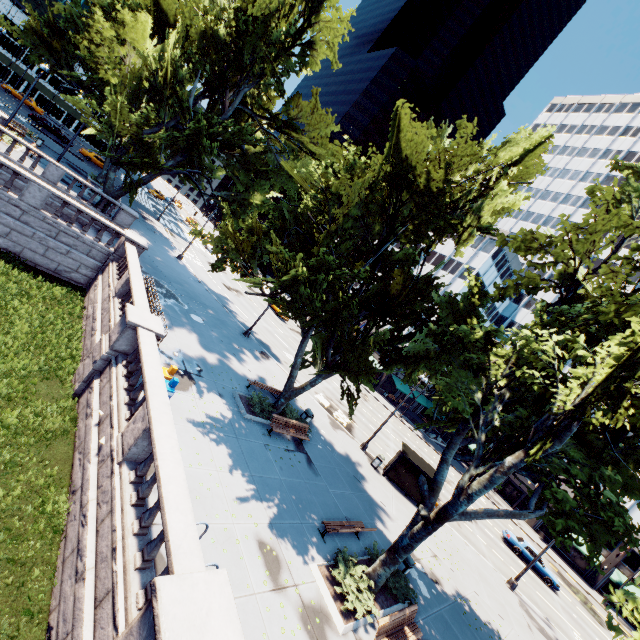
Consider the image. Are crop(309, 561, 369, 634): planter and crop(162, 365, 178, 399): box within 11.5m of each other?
yes

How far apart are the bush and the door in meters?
50.1 m

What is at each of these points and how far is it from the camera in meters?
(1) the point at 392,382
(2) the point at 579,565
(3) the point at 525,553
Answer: (1) building, 55.9
(2) building, 42.2
(3) vehicle, 29.2

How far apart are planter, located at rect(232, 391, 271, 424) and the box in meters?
4.6 m

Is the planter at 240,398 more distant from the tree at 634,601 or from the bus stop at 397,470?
the bus stop at 397,470

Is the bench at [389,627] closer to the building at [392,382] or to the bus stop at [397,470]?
the bus stop at [397,470]

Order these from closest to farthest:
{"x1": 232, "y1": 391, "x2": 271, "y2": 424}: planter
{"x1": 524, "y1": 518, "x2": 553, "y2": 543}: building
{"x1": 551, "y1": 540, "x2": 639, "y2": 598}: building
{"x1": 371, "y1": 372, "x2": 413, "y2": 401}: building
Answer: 1. {"x1": 232, "y1": 391, "x2": 271, "y2": 424}: planter
2. {"x1": 551, "y1": 540, "x2": 639, "y2": 598}: building
3. {"x1": 524, "y1": 518, "x2": 553, "y2": 543}: building
4. {"x1": 371, "y1": 372, "x2": 413, "y2": 401}: building

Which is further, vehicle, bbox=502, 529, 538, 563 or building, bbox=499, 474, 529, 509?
building, bbox=499, 474, 529, 509
